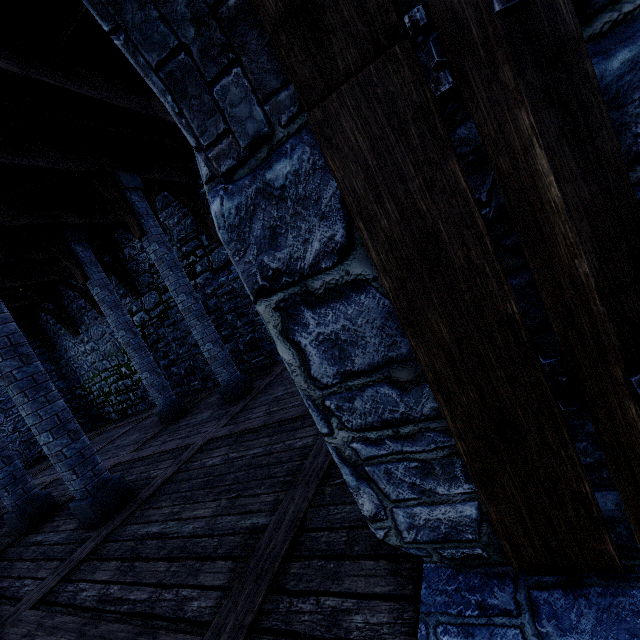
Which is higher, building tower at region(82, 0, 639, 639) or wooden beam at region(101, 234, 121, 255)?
wooden beam at region(101, 234, 121, 255)

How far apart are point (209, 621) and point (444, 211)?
2.8 meters

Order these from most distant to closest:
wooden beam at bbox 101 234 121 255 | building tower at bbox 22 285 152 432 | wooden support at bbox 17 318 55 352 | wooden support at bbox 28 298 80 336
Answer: wooden support at bbox 17 318 55 352 < building tower at bbox 22 285 152 432 < wooden support at bbox 28 298 80 336 < wooden beam at bbox 101 234 121 255

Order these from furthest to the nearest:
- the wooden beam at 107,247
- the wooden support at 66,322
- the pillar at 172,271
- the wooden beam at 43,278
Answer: the wooden support at 66,322, the wooden beam at 107,247, the wooden beam at 43,278, the pillar at 172,271

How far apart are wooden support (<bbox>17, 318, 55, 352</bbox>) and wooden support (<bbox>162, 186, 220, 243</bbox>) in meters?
10.3

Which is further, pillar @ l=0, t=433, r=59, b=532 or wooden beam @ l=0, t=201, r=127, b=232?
wooden beam @ l=0, t=201, r=127, b=232

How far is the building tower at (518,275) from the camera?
1.07m

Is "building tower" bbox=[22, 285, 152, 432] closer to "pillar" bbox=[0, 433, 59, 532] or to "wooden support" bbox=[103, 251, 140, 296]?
"wooden support" bbox=[103, 251, 140, 296]
